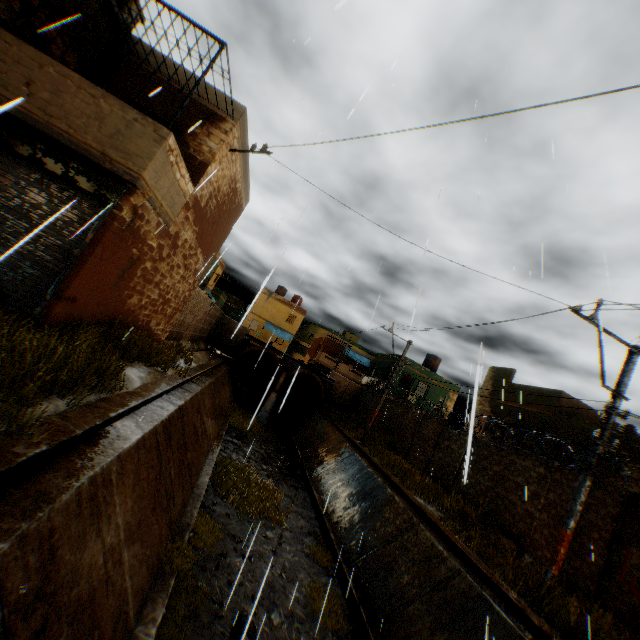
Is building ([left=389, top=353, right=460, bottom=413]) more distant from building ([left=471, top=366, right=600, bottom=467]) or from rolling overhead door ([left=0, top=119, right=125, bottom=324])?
rolling overhead door ([left=0, top=119, right=125, bottom=324])

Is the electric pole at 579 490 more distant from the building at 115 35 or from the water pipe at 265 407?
the water pipe at 265 407

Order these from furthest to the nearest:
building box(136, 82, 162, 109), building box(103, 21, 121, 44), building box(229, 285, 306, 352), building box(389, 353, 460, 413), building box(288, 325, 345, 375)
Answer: building box(229, 285, 306, 352), building box(288, 325, 345, 375), building box(389, 353, 460, 413), building box(136, 82, 162, 109), building box(103, 21, 121, 44)

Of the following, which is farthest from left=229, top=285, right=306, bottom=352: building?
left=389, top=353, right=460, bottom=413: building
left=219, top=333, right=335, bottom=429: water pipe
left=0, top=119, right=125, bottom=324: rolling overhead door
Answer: left=219, top=333, right=335, bottom=429: water pipe

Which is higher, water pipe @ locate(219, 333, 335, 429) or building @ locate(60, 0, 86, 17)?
building @ locate(60, 0, 86, 17)

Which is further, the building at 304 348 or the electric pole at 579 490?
the building at 304 348

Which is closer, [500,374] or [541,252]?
[541,252]

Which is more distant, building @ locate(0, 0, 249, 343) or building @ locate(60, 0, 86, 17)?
building @ locate(60, 0, 86, 17)
